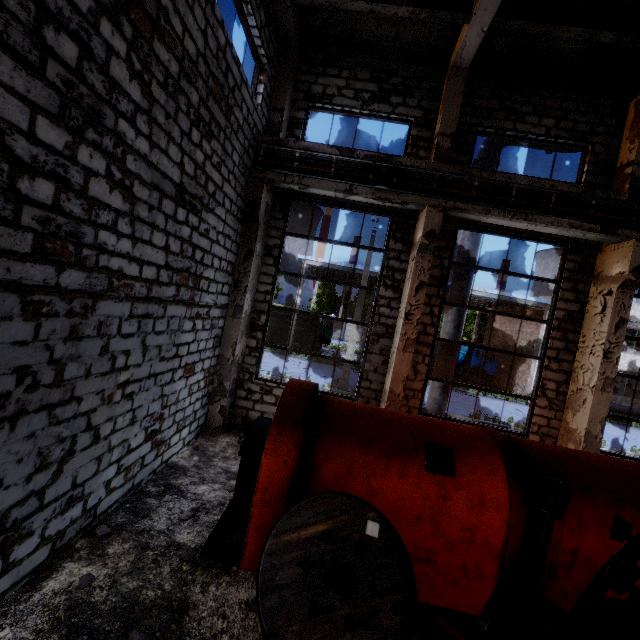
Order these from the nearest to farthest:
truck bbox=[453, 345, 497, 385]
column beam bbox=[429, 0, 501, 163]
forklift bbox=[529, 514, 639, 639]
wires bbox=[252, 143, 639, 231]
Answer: forklift bbox=[529, 514, 639, 639] < column beam bbox=[429, 0, 501, 163] < wires bbox=[252, 143, 639, 231] < truck bbox=[453, 345, 497, 385]

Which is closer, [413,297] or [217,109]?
[217,109]

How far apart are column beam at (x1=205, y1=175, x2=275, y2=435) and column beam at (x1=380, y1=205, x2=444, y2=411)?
3.8 meters

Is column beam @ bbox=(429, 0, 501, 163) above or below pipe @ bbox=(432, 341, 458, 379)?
above

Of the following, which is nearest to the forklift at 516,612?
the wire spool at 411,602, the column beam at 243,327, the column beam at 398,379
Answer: the wire spool at 411,602

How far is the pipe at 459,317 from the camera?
9.37m

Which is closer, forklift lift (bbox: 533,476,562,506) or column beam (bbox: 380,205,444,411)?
forklift lift (bbox: 533,476,562,506)

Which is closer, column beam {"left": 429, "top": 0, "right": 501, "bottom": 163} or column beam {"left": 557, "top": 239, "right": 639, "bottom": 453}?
column beam {"left": 429, "top": 0, "right": 501, "bottom": 163}
